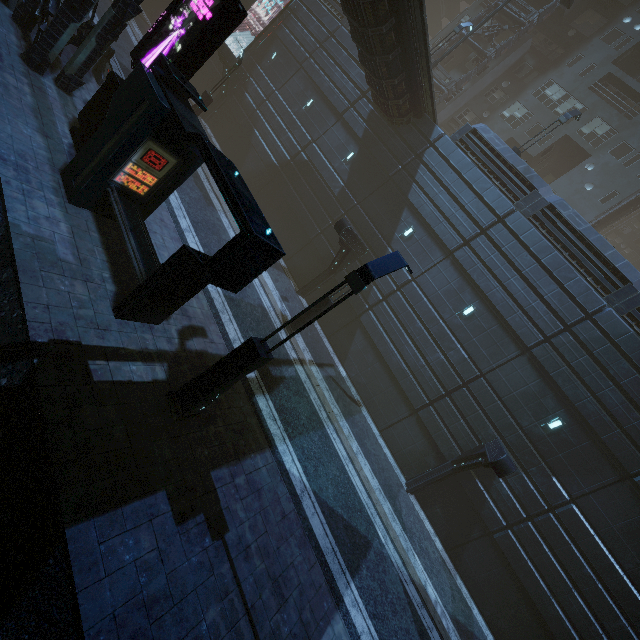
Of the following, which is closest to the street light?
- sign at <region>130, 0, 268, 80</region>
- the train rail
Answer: the train rail

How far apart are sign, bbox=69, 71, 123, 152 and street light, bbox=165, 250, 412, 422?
7.4m

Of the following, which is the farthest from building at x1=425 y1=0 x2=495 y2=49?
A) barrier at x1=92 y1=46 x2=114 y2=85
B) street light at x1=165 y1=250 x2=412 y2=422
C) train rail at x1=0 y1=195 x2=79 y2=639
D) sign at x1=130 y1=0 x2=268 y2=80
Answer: barrier at x1=92 y1=46 x2=114 y2=85

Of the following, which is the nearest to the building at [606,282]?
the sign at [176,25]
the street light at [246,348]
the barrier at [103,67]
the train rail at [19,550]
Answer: the train rail at [19,550]

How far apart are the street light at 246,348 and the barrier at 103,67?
14.20m

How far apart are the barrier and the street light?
14.2 meters

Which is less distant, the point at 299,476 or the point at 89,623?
the point at 89,623

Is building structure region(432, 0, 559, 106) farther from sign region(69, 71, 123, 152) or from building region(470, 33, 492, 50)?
sign region(69, 71, 123, 152)
